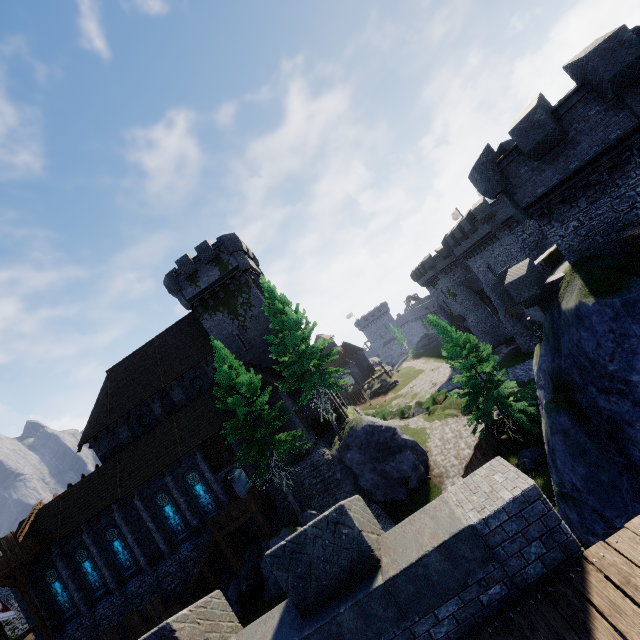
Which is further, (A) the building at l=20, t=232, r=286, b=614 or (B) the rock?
(A) the building at l=20, t=232, r=286, b=614

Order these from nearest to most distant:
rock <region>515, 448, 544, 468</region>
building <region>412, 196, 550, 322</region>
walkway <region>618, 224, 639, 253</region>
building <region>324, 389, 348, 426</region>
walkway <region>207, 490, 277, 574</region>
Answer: walkway <region>618, 224, 639, 253</region>, rock <region>515, 448, 544, 468</region>, walkway <region>207, 490, 277, 574</region>, building <region>324, 389, 348, 426</region>, building <region>412, 196, 550, 322</region>

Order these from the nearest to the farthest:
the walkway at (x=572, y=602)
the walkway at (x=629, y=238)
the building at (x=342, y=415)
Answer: the walkway at (x=572, y=602) → the walkway at (x=629, y=238) → the building at (x=342, y=415)

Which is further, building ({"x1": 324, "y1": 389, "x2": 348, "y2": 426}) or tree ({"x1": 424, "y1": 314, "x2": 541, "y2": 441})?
building ({"x1": 324, "y1": 389, "x2": 348, "y2": 426})

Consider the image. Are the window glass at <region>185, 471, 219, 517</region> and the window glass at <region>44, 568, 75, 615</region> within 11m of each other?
no

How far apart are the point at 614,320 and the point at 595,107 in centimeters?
814cm

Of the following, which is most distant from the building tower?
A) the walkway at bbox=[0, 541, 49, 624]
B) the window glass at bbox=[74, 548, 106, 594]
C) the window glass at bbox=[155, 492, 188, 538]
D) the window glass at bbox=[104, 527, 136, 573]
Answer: the walkway at bbox=[0, 541, 49, 624]

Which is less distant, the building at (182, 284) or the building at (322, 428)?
the building at (182, 284)
